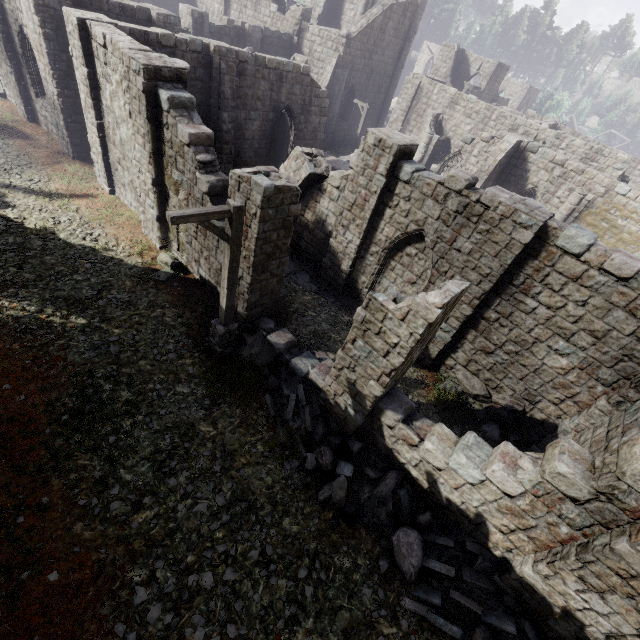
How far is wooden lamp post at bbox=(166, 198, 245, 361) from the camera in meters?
6.2 m

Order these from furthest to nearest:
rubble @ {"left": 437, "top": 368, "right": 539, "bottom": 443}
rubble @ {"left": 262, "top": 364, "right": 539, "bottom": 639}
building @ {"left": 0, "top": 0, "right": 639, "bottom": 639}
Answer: rubble @ {"left": 437, "top": 368, "right": 539, "bottom": 443}, rubble @ {"left": 262, "top": 364, "right": 539, "bottom": 639}, building @ {"left": 0, "top": 0, "right": 639, "bottom": 639}

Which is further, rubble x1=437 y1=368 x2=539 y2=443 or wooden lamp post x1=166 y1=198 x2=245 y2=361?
rubble x1=437 y1=368 x2=539 y2=443

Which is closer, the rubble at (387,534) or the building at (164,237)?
the building at (164,237)

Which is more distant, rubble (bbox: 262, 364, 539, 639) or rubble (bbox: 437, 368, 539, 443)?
rubble (bbox: 437, 368, 539, 443)

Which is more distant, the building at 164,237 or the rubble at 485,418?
the rubble at 485,418

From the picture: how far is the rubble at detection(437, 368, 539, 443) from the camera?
10.3m

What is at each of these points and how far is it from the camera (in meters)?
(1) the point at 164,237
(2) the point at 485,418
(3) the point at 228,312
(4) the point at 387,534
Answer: (1) building, 12.27
(2) rubble, 10.72
(3) wooden lamp post, 8.57
(4) rubble, 7.18
